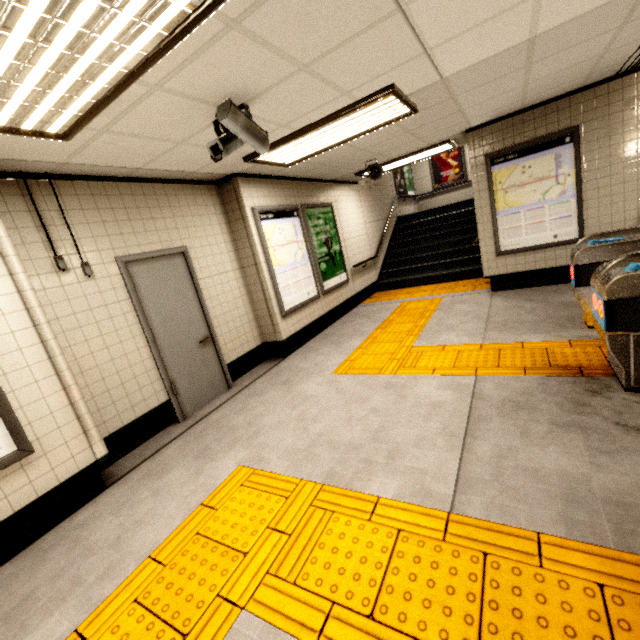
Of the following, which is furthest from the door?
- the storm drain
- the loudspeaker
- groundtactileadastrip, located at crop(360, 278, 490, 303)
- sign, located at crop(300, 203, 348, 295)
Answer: the loudspeaker

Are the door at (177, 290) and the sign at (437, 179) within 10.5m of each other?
no

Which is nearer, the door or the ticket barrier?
the ticket barrier

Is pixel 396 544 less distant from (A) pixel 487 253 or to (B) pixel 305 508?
(B) pixel 305 508

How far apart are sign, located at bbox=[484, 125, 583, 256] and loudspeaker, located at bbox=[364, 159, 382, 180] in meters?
1.7 m

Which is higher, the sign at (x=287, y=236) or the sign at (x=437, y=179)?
the sign at (x=437, y=179)

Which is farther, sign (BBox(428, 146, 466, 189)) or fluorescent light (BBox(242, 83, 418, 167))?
sign (BBox(428, 146, 466, 189))

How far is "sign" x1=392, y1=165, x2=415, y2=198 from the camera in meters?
11.2
